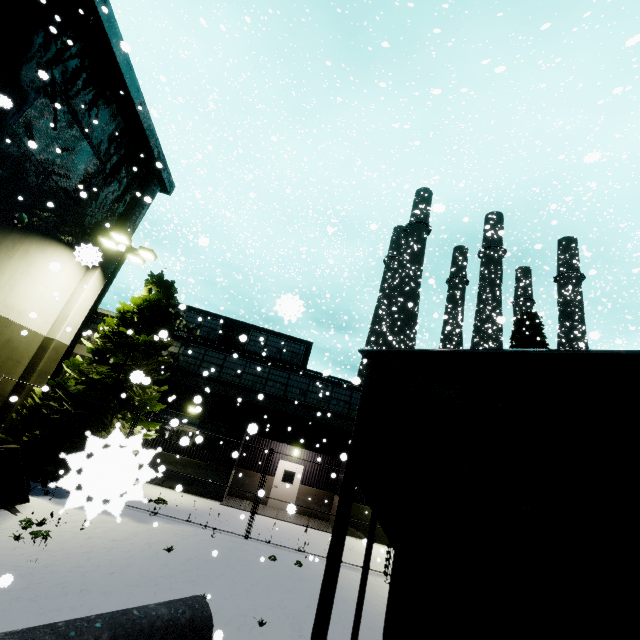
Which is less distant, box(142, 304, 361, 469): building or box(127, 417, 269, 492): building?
box(127, 417, 269, 492): building

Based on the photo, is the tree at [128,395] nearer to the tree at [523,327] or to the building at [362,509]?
the building at [362,509]

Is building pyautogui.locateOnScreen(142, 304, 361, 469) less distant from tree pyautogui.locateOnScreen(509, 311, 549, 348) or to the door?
the door

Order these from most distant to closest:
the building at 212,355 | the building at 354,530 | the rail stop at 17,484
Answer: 1. the building at 212,355
2. the building at 354,530
3. the rail stop at 17,484

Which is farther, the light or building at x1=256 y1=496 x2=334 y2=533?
building at x1=256 y1=496 x2=334 y2=533

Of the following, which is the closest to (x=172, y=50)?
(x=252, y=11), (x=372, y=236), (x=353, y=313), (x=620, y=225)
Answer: (x=252, y=11)

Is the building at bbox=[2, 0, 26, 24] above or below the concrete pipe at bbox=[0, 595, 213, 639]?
above
